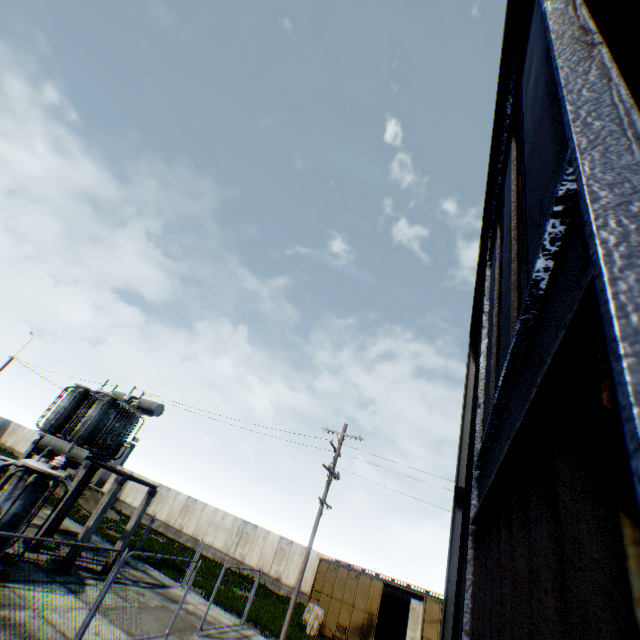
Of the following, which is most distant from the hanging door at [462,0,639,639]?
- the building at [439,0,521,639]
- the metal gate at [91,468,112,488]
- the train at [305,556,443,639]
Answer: the metal gate at [91,468,112,488]

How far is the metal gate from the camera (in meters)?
36.19

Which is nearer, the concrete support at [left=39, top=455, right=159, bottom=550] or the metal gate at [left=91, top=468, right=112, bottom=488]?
the concrete support at [left=39, top=455, right=159, bottom=550]

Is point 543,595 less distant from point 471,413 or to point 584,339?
point 584,339

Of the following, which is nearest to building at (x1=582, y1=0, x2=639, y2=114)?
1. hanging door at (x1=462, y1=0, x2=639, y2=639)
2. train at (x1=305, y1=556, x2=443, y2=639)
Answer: hanging door at (x1=462, y1=0, x2=639, y2=639)

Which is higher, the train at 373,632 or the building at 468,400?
the building at 468,400

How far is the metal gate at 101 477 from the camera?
36.19m

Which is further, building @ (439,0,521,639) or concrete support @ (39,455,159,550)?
concrete support @ (39,455,159,550)
